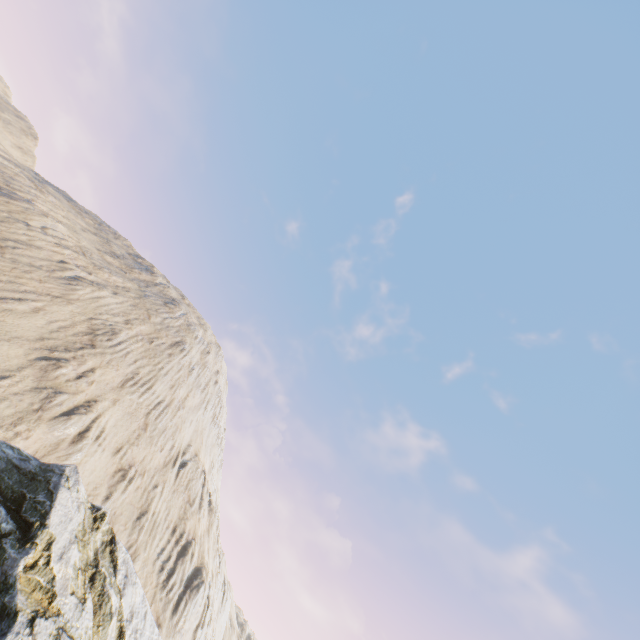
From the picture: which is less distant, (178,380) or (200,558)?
(200,558)
